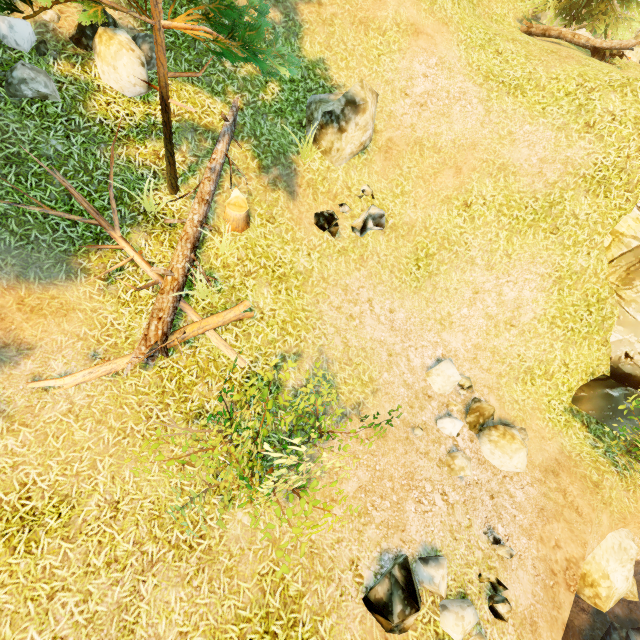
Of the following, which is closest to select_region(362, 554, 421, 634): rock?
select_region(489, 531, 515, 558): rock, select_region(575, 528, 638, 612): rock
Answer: select_region(489, 531, 515, 558): rock

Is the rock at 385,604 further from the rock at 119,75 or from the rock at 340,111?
the rock at 119,75

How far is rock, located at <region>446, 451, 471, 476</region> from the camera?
7.18m

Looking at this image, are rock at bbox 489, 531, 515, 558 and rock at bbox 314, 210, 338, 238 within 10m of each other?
yes

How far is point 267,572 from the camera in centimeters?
510cm

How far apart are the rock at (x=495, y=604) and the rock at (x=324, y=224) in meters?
7.7

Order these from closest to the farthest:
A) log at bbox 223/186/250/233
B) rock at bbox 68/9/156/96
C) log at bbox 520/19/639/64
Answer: rock at bbox 68/9/156/96 → log at bbox 223/186/250/233 → log at bbox 520/19/639/64

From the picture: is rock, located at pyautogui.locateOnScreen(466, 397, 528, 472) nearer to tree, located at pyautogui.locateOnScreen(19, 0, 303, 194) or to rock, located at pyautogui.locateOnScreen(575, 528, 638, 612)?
rock, located at pyautogui.locateOnScreen(575, 528, 638, 612)
